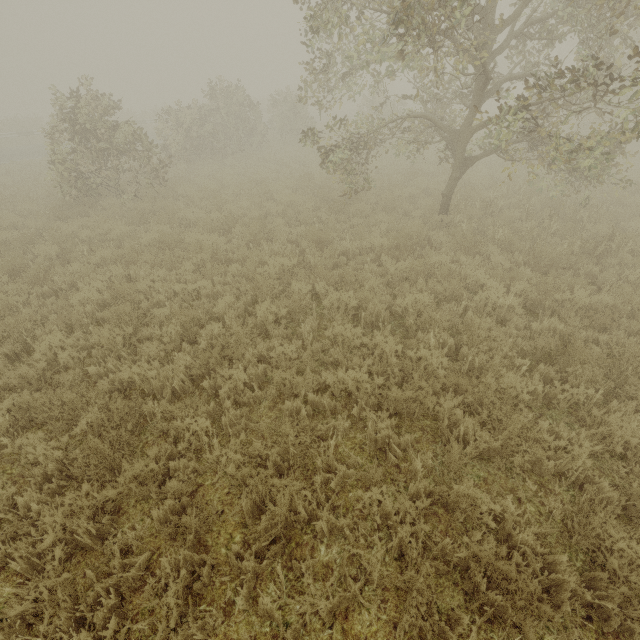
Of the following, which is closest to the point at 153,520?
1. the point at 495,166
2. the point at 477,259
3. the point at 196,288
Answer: the point at 196,288

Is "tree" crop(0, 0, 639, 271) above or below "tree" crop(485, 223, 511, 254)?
above

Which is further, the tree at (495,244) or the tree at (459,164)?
the tree at (495,244)

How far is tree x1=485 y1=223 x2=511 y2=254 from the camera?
7.5 meters

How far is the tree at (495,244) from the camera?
7.5 meters

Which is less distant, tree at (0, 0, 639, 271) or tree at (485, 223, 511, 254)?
tree at (0, 0, 639, 271)
